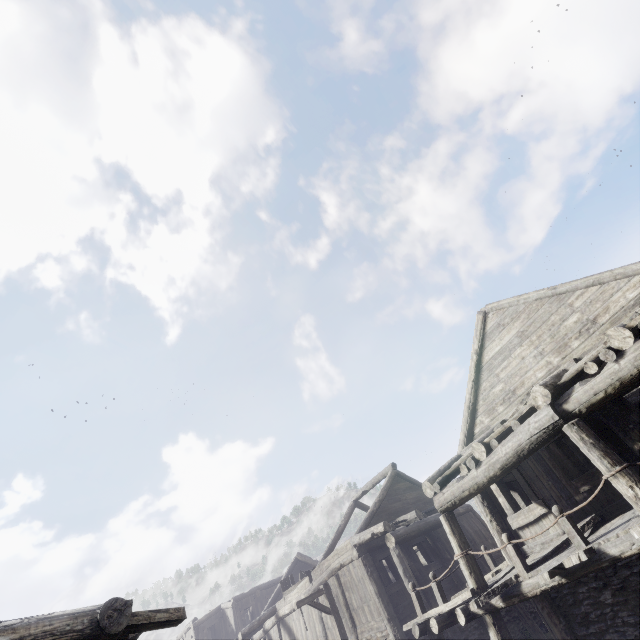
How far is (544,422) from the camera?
7.01m

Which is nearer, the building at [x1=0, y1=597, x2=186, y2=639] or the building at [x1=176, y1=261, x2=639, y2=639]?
the building at [x1=0, y1=597, x2=186, y2=639]

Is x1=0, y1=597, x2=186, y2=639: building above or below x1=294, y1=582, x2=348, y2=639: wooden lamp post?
above

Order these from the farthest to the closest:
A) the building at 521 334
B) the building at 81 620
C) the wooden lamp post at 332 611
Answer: the wooden lamp post at 332 611, the building at 521 334, the building at 81 620

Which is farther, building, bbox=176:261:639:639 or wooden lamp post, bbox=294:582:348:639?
wooden lamp post, bbox=294:582:348:639

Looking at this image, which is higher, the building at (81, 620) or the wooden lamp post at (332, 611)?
the building at (81, 620)

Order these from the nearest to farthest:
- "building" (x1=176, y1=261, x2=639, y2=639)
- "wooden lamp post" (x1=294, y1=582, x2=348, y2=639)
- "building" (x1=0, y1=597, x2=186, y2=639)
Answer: "building" (x1=0, y1=597, x2=186, y2=639), "building" (x1=176, y1=261, x2=639, y2=639), "wooden lamp post" (x1=294, y1=582, x2=348, y2=639)
